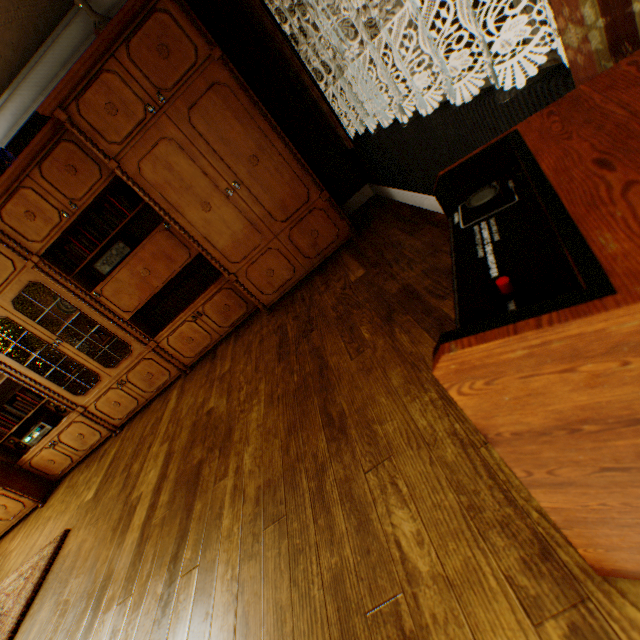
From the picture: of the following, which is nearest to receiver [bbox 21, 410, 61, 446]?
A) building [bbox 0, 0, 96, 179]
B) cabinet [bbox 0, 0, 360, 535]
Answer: cabinet [bbox 0, 0, 360, 535]

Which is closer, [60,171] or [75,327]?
[60,171]

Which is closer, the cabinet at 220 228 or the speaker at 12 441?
the cabinet at 220 228

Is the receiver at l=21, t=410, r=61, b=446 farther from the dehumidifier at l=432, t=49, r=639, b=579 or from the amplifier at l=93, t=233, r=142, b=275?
the dehumidifier at l=432, t=49, r=639, b=579

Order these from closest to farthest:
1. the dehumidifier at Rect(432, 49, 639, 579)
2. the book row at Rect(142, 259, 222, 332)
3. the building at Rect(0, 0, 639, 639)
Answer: the dehumidifier at Rect(432, 49, 639, 579)
the building at Rect(0, 0, 639, 639)
the book row at Rect(142, 259, 222, 332)

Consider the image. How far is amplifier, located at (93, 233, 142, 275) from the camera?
3.4 meters

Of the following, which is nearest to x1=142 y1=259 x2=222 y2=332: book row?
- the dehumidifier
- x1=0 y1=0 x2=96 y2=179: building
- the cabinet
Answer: the cabinet

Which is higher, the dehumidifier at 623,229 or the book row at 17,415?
the book row at 17,415
